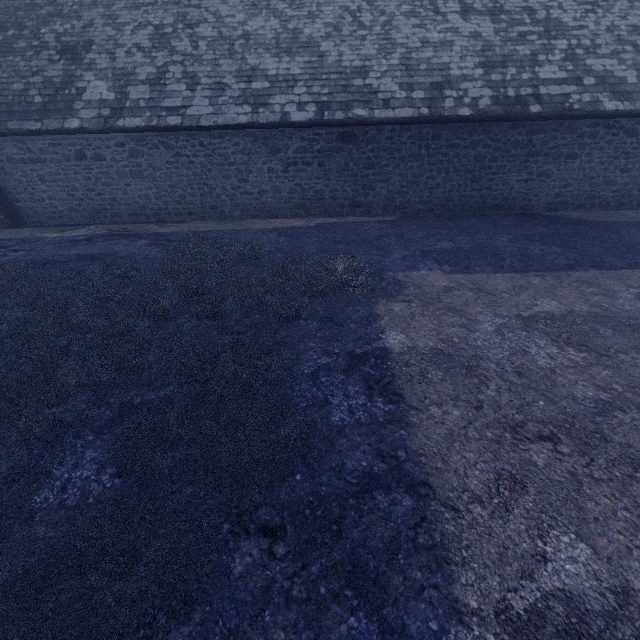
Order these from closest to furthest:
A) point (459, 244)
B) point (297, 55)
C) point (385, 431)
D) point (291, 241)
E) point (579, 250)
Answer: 1. point (385, 431)
2. point (579, 250)
3. point (459, 244)
4. point (291, 241)
5. point (297, 55)
